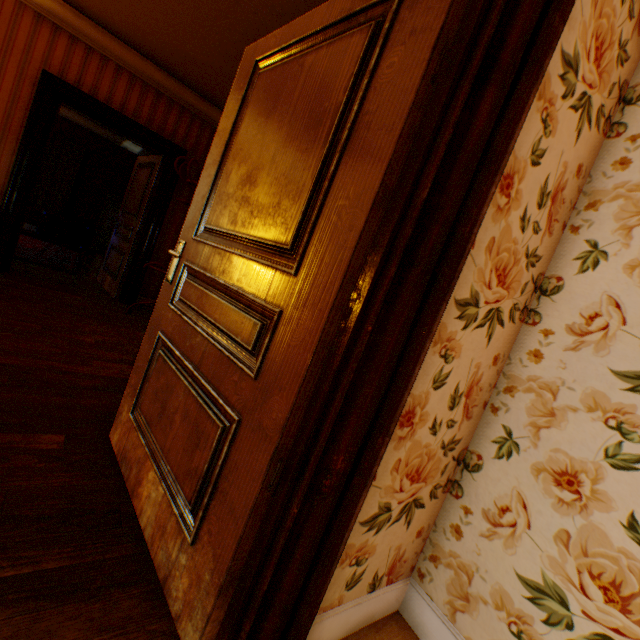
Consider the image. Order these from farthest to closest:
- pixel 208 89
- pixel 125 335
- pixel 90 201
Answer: pixel 90 201, pixel 208 89, pixel 125 335

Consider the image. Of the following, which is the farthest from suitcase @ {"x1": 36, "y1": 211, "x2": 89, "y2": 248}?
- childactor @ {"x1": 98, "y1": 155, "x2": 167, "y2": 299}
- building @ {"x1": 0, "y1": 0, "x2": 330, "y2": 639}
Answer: childactor @ {"x1": 98, "y1": 155, "x2": 167, "y2": 299}

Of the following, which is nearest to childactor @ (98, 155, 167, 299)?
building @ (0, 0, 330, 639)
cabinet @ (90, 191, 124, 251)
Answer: building @ (0, 0, 330, 639)

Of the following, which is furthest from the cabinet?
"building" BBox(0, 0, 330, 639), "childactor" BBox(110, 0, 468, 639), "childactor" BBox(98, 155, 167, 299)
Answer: "childactor" BBox(110, 0, 468, 639)

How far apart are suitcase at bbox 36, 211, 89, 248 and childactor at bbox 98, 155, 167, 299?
4.0 meters

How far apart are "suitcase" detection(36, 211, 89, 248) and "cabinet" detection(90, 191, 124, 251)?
0.2m

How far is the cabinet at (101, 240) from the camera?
8.4 meters

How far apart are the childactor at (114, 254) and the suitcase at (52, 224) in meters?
4.0
